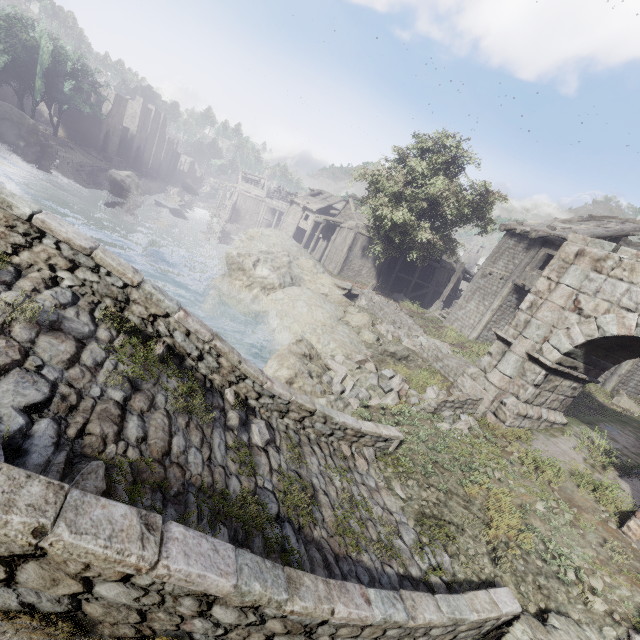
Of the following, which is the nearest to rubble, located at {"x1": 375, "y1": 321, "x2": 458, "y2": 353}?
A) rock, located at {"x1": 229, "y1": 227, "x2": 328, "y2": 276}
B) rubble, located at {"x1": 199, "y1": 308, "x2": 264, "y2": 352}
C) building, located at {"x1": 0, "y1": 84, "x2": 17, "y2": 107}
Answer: building, located at {"x1": 0, "y1": 84, "x2": 17, "y2": 107}

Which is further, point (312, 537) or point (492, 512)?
point (492, 512)

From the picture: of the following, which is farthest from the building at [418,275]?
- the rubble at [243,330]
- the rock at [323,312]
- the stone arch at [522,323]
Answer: the rubble at [243,330]

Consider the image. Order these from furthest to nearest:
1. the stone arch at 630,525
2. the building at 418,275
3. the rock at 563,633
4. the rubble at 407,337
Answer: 1. the building at 418,275
2. the rubble at 407,337
3. the stone arch at 630,525
4. the rock at 563,633

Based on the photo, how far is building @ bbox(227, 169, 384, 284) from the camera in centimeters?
3347cm

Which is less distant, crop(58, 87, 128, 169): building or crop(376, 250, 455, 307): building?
crop(376, 250, 455, 307): building

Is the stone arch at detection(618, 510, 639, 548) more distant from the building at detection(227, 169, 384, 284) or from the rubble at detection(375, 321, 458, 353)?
the building at detection(227, 169, 384, 284)
